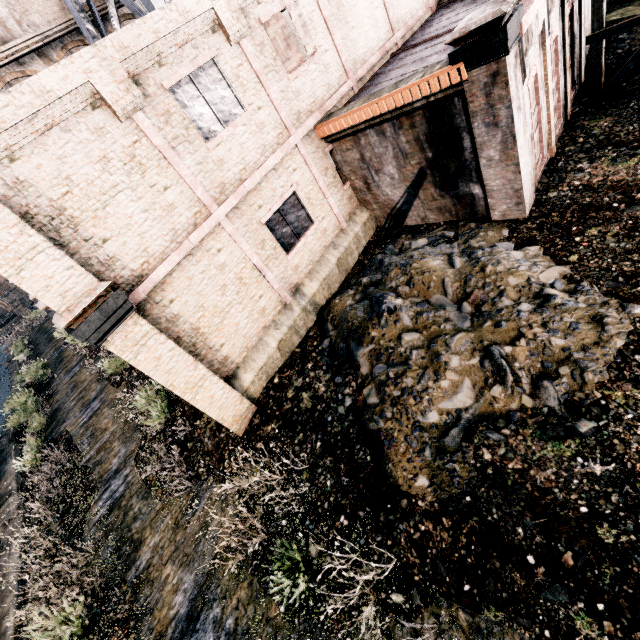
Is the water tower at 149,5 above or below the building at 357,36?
above

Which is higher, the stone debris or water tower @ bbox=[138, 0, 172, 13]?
water tower @ bbox=[138, 0, 172, 13]

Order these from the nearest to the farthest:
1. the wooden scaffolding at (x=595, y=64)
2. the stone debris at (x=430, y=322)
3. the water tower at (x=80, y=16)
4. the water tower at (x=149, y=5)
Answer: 1. the stone debris at (x=430, y=322)
2. the wooden scaffolding at (x=595, y=64)
3. the water tower at (x=149, y=5)
4. the water tower at (x=80, y=16)

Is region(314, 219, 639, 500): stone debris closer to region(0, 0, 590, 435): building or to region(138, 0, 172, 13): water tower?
region(0, 0, 590, 435): building

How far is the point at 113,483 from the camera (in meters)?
13.48

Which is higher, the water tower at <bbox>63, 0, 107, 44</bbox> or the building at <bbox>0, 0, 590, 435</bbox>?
the water tower at <bbox>63, 0, 107, 44</bbox>

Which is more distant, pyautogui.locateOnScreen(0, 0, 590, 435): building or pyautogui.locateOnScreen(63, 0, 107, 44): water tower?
pyautogui.locateOnScreen(63, 0, 107, 44): water tower

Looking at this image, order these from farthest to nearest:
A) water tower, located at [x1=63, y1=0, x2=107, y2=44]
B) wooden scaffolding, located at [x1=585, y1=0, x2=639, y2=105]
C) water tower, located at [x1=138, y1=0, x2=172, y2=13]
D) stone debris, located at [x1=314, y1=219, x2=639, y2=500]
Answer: water tower, located at [x1=63, y1=0, x2=107, y2=44]
water tower, located at [x1=138, y1=0, x2=172, y2=13]
wooden scaffolding, located at [x1=585, y1=0, x2=639, y2=105]
stone debris, located at [x1=314, y1=219, x2=639, y2=500]
